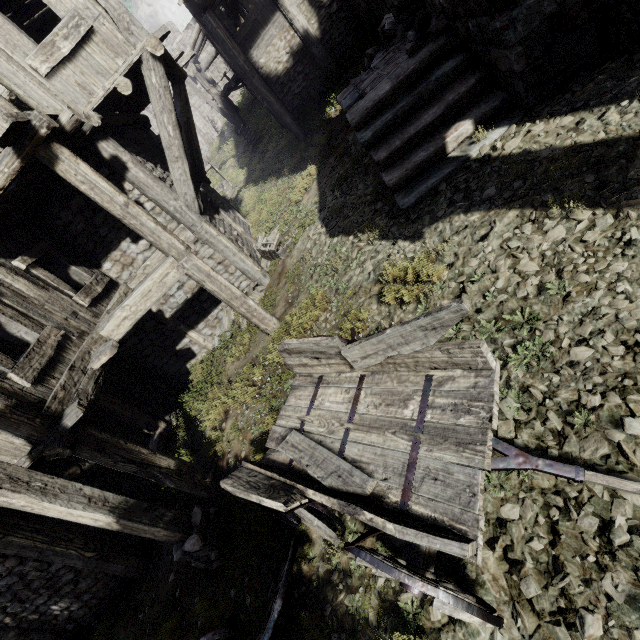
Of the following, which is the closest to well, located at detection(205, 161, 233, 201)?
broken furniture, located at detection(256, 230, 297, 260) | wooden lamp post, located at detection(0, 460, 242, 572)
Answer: broken furniture, located at detection(256, 230, 297, 260)

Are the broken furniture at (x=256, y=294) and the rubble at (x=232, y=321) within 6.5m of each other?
yes

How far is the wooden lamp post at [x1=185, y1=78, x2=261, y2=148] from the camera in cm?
1738

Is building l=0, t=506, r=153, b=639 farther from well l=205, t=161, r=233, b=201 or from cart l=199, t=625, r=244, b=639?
well l=205, t=161, r=233, b=201

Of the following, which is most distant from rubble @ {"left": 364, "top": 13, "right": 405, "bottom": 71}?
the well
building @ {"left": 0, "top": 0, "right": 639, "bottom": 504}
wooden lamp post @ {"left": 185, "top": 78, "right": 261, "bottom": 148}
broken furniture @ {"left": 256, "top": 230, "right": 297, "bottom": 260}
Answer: the well

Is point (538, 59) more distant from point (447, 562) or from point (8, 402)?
point (8, 402)

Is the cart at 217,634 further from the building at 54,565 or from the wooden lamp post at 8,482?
the building at 54,565

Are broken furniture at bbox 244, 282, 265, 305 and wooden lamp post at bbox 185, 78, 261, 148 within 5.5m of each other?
no
